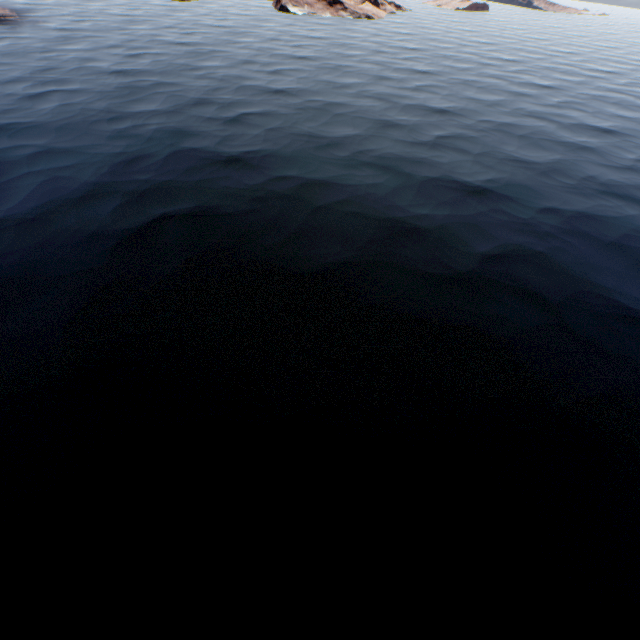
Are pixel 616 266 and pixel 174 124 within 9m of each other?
no
